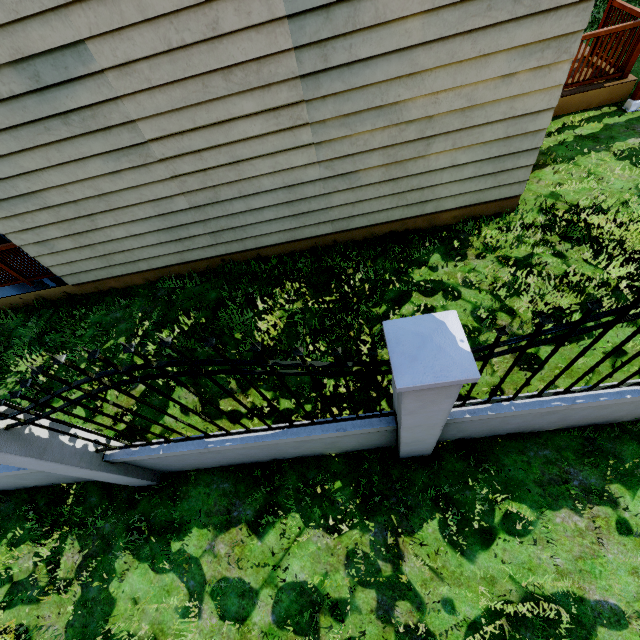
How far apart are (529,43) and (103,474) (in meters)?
6.37

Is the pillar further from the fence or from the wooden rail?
the fence

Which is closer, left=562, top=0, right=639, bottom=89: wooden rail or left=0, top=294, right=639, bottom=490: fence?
left=0, top=294, right=639, bottom=490: fence

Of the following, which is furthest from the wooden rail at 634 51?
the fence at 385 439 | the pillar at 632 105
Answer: the fence at 385 439

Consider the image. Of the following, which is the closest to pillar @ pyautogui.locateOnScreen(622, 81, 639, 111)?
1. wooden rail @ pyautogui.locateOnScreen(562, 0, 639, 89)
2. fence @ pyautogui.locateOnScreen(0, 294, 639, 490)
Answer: wooden rail @ pyautogui.locateOnScreen(562, 0, 639, 89)

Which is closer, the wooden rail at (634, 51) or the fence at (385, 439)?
the fence at (385, 439)

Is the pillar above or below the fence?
below
